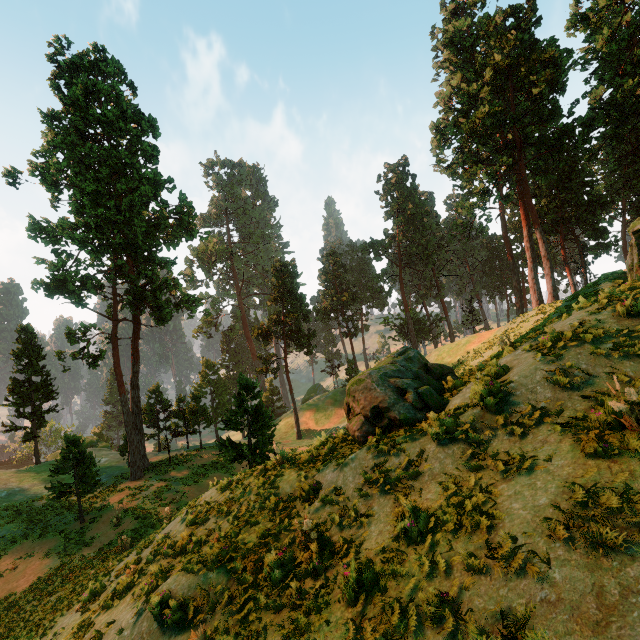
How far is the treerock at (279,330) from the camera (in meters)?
42.00

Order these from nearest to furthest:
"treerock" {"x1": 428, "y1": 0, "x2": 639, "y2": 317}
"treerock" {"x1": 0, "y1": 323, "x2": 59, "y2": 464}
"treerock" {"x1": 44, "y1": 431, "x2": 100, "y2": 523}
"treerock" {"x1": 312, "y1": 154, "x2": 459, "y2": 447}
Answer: "treerock" {"x1": 312, "y1": 154, "x2": 459, "y2": 447}, "treerock" {"x1": 44, "y1": 431, "x2": 100, "y2": 523}, "treerock" {"x1": 428, "y1": 0, "x2": 639, "y2": 317}, "treerock" {"x1": 0, "y1": 323, "x2": 59, "y2": 464}

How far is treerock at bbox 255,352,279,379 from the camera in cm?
4188

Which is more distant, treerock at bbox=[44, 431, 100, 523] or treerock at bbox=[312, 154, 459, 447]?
treerock at bbox=[44, 431, 100, 523]

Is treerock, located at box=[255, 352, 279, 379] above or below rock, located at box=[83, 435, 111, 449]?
above

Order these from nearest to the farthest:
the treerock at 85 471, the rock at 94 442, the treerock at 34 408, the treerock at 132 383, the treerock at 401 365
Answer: the treerock at 401 365 → the treerock at 85 471 → the treerock at 132 383 → the treerock at 34 408 → the rock at 94 442

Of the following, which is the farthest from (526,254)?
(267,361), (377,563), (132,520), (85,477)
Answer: (85,477)
